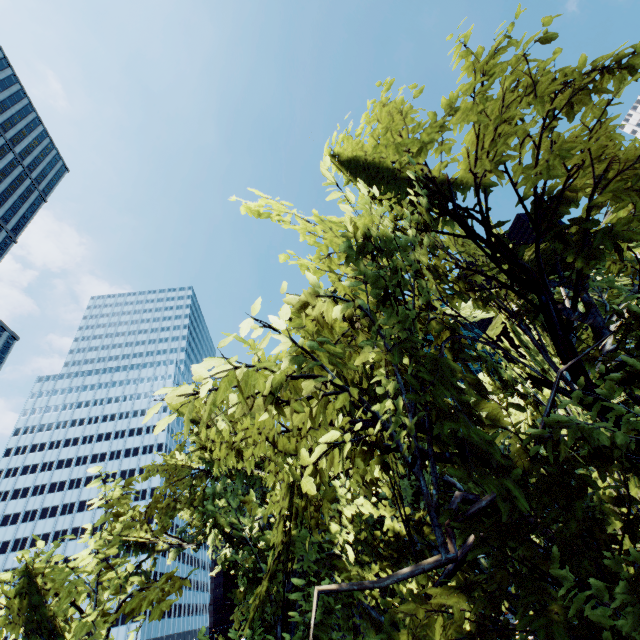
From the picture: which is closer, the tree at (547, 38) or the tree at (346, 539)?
the tree at (346, 539)

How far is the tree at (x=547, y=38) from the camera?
4.20m

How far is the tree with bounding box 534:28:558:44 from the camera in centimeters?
420cm

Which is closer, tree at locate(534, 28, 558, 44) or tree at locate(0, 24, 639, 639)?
tree at locate(0, 24, 639, 639)

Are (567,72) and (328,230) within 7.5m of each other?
yes
